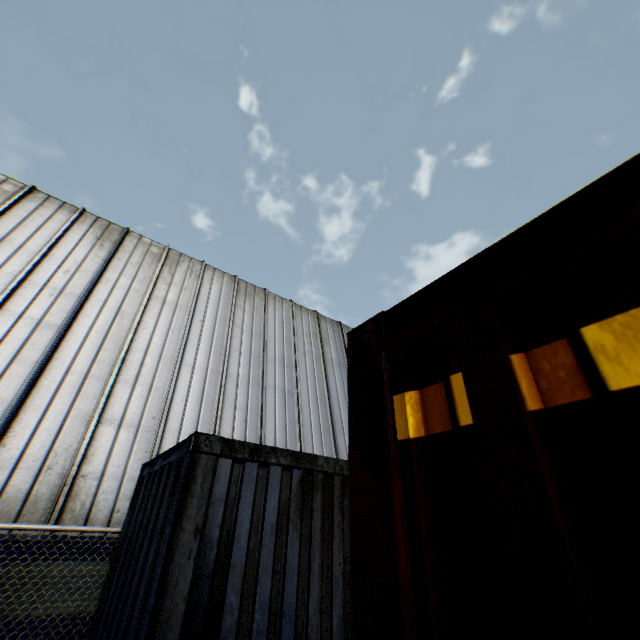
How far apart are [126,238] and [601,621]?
13.8 meters
